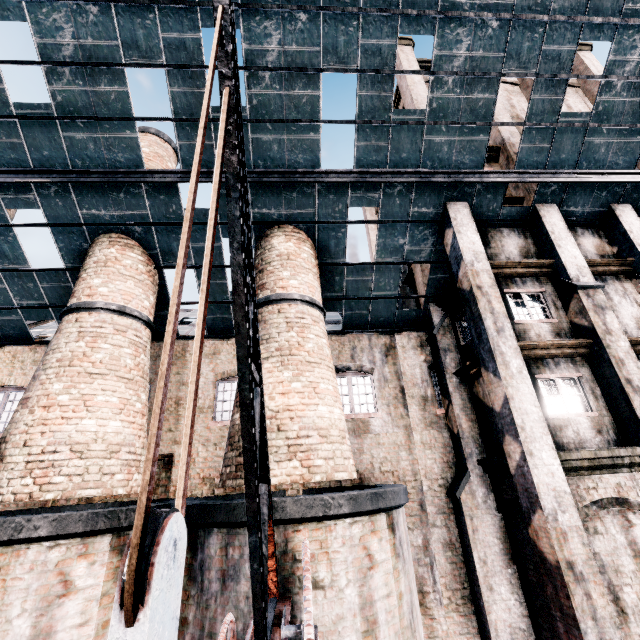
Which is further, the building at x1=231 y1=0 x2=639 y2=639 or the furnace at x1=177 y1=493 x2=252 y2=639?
the building at x1=231 y1=0 x2=639 y2=639

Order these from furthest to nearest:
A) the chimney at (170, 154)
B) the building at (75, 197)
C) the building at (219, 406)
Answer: the chimney at (170, 154), the building at (219, 406), the building at (75, 197)

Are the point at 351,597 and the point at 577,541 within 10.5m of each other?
yes

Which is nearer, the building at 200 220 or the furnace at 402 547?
the furnace at 402 547

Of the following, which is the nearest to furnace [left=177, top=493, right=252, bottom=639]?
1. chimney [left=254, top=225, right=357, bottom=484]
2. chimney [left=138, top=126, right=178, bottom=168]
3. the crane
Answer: the crane

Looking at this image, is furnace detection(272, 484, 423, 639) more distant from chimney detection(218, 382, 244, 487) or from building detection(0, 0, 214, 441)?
chimney detection(218, 382, 244, 487)

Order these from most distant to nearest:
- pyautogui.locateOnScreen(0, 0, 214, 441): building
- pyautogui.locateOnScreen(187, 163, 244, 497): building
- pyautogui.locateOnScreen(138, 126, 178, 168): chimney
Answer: pyautogui.locateOnScreen(138, 126, 178, 168): chimney, pyautogui.locateOnScreen(187, 163, 244, 497): building, pyautogui.locateOnScreen(0, 0, 214, 441): building

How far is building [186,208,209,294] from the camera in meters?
11.7
